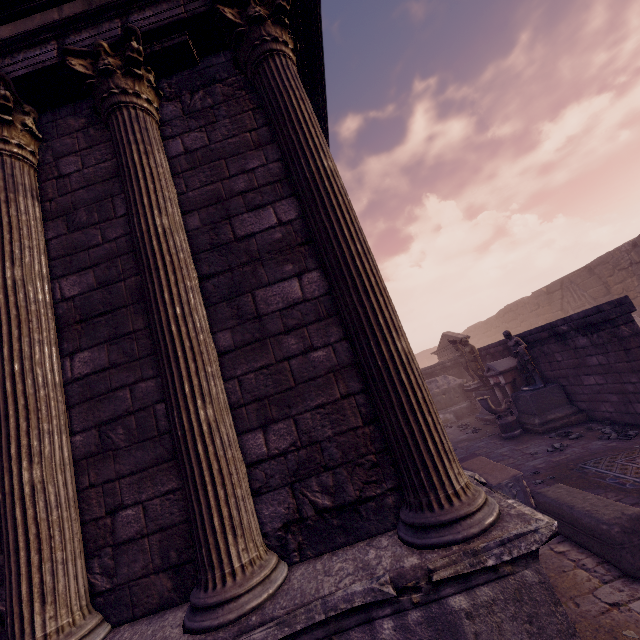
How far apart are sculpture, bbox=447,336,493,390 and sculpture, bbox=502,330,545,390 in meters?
2.1 m

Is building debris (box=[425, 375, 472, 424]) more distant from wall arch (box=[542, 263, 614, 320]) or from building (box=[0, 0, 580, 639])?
wall arch (box=[542, 263, 614, 320])

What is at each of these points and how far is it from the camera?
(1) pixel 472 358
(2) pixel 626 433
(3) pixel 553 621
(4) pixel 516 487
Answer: (1) sculpture, 12.8 meters
(2) stone, 6.9 meters
(3) building, 1.8 meters
(4) sarcophagus, 5.0 meters

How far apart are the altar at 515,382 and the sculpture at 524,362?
0.5m

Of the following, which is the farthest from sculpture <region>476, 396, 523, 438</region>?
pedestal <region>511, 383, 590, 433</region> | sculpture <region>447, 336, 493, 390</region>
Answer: sculpture <region>447, 336, 493, 390</region>

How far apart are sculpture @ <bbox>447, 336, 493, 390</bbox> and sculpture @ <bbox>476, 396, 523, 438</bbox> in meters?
2.6 m

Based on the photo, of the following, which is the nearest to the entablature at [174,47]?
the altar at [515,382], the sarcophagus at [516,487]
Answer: the sarcophagus at [516,487]

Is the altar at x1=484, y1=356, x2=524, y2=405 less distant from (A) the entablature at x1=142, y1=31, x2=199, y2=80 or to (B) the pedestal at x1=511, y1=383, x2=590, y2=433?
(B) the pedestal at x1=511, y1=383, x2=590, y2=433
